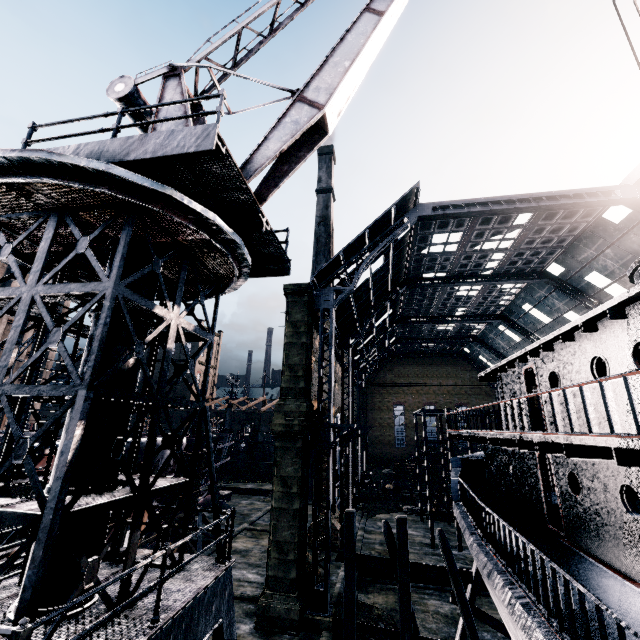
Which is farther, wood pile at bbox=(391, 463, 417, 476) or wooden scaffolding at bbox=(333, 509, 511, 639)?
wood pile at bbox=(391, 463, 417, 476)

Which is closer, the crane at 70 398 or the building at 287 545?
the crane at 70 398

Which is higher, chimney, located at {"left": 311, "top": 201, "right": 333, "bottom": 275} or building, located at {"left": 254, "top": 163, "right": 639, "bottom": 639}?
chimney, located at {"left": 311, "top": 201, "right": 333, "bottom": 275}

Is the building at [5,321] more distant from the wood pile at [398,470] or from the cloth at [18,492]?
the wood pile at [398,470]

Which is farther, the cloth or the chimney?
the chimney

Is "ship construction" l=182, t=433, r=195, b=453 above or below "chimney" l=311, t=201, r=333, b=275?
below

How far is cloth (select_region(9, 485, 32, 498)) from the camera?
10.17m

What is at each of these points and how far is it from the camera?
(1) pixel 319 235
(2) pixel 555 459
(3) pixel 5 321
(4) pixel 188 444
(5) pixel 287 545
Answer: (1) chimney, 58.2m
(2) ship, 10.8m
(3) building, 52.6m
(4) ship construction, 28.7m
(5) building, 16.9m
